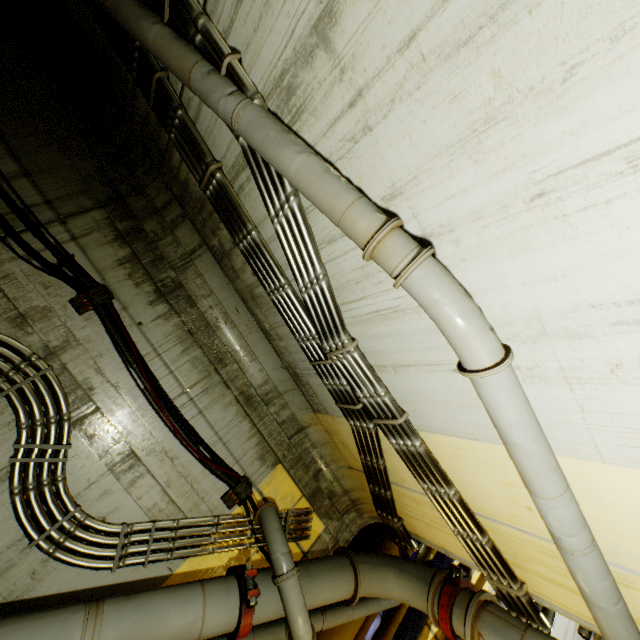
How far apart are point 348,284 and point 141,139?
3.2m

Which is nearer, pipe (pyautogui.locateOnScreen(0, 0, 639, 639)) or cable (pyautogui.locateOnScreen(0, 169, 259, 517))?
pipe (pyautogui.locateOnScreen(0, 0, 639, 639))

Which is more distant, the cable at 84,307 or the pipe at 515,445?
the cable at 84,307
